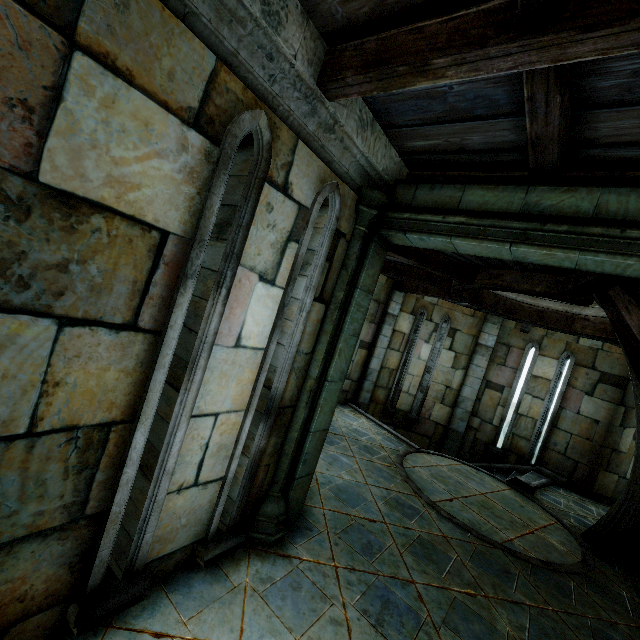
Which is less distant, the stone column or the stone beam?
the stone beam

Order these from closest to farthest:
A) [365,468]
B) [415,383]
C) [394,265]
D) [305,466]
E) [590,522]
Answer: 1. [305,466]
2. [365,468]
3. [590,522]
4. [394,265]
5. [415,383]

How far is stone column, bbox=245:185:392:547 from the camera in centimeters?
336cm

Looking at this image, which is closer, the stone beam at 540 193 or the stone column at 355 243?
the stone beam at 540 193

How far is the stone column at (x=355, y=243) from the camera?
3.4m
